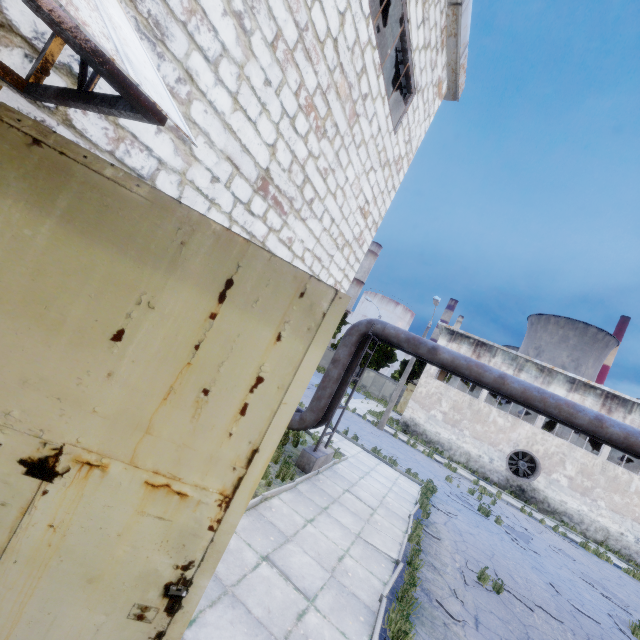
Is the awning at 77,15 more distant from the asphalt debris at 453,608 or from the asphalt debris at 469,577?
the asphalt debris at 469,577

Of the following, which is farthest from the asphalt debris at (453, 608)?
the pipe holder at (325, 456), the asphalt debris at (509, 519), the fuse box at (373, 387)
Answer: the fuse box at (373, 387)

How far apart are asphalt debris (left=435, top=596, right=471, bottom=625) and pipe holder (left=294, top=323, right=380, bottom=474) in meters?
4.3 m

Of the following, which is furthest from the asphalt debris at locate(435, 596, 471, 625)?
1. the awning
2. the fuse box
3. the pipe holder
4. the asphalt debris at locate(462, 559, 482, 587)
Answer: the fuse box

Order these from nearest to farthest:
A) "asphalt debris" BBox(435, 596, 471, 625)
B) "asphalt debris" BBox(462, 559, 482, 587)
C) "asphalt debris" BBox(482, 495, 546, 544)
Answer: "asphalt debris" BBox(435, 596, 471, 625)
"asphalt debris" BBox(462, 559, 482, 587)
"asphalt debris" BBox(482, 495, 546, 544)

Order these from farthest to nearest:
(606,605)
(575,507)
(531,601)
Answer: (575,507) → (606,605) → (531,601)

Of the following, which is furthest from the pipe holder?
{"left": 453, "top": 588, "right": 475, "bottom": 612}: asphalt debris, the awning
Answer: the awning
